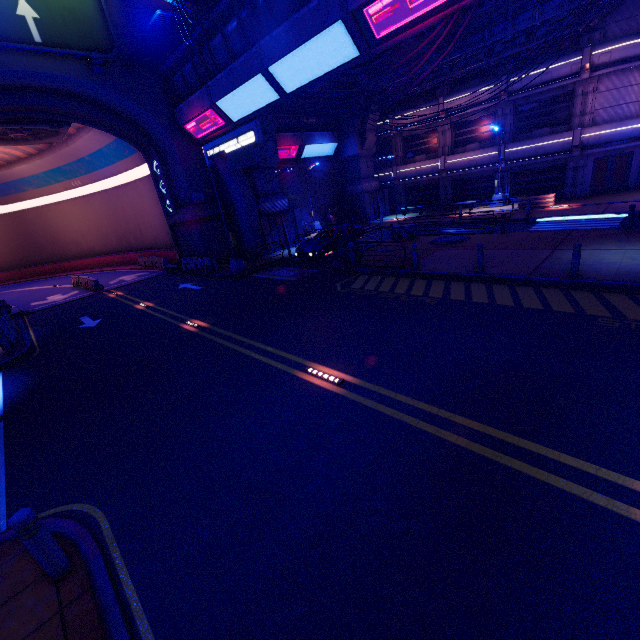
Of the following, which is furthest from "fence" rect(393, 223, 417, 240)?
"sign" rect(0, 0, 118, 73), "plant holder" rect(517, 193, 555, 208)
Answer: "sign" rect(0, 0, 118, 73)

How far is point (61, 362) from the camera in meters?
11.6 m

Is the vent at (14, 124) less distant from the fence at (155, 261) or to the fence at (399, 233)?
the fence at (155, 261)

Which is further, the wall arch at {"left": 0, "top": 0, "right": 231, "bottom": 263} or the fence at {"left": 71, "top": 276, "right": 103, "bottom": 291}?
the fence at {"left": 71, "top": 276, "right": 103, "bottom": 291}

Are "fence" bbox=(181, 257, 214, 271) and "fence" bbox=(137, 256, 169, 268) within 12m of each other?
yes

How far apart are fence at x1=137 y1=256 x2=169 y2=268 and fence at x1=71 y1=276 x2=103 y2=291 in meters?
4.9

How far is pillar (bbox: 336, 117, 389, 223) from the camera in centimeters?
3078cm

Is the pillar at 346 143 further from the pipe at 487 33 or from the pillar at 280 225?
the pillar at 280 225
